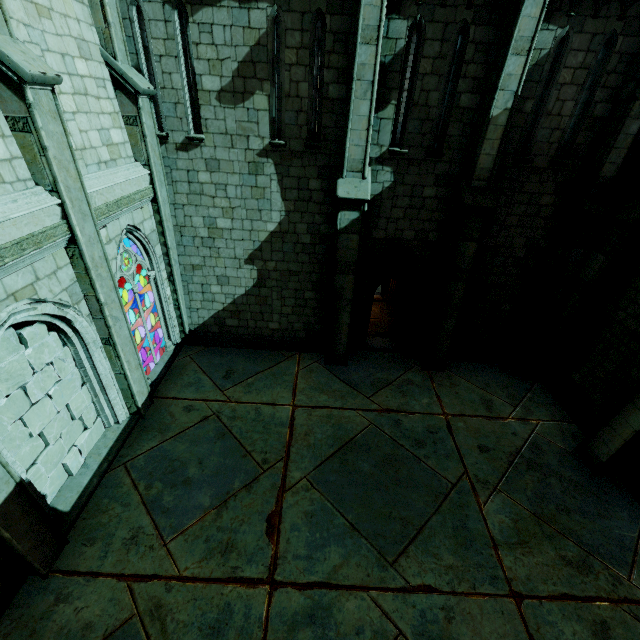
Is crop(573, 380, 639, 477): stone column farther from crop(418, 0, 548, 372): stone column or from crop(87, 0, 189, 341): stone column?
crop(87, 0, 189, 341): stone column

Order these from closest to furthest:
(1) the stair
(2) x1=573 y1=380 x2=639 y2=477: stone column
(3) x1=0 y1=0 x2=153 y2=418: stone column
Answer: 1. (3) x1=0 y1=0 x2=153 y2=418: stone column
2. (1) the stair
3. (2) x1=573 y1=380 x2=639 y2=477: stone column

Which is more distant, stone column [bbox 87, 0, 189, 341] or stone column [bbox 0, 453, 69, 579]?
stone column [bbox 87, 0, 189, 341]

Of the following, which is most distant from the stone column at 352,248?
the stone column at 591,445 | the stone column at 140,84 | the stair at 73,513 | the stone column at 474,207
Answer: the stone column at 591,445

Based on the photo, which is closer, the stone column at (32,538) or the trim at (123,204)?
the stone column at (32,538)

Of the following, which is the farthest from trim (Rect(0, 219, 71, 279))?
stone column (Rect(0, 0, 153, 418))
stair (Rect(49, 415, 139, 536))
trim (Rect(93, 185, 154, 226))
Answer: stair (Rect(49, 415, 139, 536))

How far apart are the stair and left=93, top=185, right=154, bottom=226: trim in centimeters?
457cm

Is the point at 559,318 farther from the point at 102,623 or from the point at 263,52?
the point at 102,623
